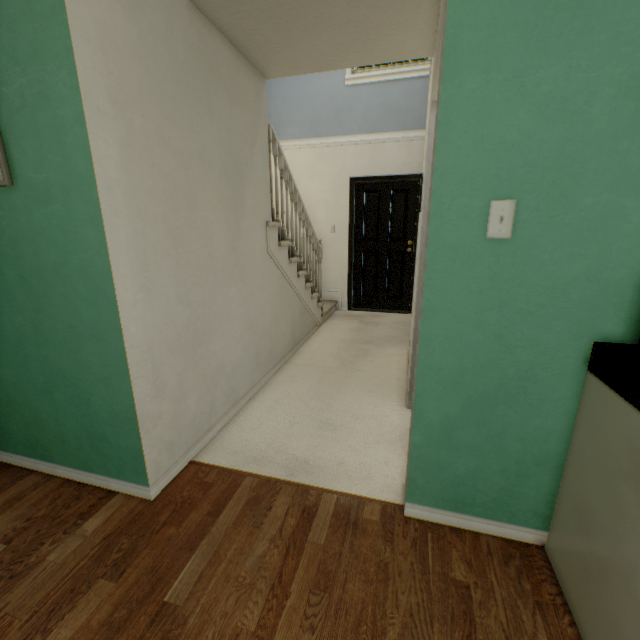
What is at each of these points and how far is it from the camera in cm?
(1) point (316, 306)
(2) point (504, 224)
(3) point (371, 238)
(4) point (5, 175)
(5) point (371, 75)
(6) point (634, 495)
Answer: (1) stairs, 443
(2) light switch, 113
(3) door, 536
(4) picture, 134
(5) window, 459
(6) cabinet, 90

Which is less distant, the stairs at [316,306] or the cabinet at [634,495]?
the cabinet at [634,495]

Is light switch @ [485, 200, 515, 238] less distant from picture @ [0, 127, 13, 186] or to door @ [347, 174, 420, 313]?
picture @ [0, 127, 13, 186]

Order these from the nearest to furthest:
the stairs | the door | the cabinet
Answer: the cabinet → the stairs → the door

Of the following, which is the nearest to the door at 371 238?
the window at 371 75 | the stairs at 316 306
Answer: the stairs at 316 306

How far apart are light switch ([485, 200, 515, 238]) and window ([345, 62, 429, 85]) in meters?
4.5

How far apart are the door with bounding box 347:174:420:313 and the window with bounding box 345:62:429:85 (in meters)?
1.25

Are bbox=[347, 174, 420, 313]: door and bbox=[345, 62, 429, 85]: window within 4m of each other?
yes
